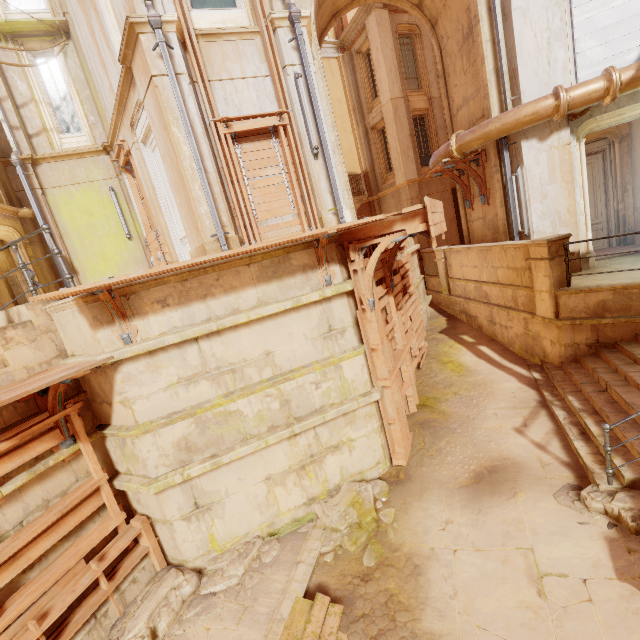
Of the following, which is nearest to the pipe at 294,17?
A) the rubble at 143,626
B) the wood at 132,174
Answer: the wood at 132,174

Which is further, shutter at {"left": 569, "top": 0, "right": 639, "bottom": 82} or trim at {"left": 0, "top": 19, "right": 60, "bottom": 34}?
trim at {"left": 0, "top": 19, "right": 60, "bottom": 34}

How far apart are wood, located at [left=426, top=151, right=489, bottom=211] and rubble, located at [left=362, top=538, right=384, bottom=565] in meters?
8.3

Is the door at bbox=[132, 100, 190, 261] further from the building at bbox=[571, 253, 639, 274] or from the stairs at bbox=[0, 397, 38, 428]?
the building at bbox=[571, 253, 639, 274]

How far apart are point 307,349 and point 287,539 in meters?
3.5 m

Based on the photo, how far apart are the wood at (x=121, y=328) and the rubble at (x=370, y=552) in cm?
434

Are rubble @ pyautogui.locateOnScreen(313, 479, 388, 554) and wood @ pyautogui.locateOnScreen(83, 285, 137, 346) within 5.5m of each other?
yes

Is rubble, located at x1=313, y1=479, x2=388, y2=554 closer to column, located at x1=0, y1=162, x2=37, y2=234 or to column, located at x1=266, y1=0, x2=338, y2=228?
column, located at x1=266, y1=0, x2=338, y2=228
